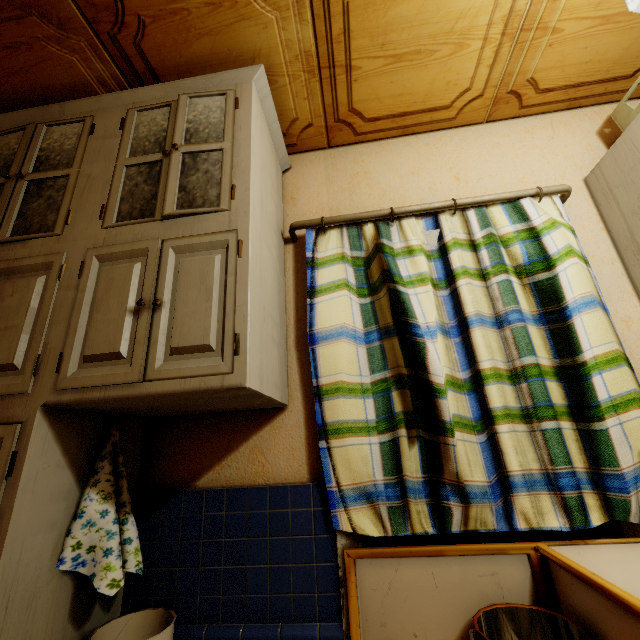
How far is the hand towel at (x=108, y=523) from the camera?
0.9m

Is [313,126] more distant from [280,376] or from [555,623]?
[555,623]

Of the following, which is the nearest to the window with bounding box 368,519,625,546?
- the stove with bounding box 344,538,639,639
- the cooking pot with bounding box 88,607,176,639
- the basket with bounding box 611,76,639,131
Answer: the stove with bounding box 344,538,639,639

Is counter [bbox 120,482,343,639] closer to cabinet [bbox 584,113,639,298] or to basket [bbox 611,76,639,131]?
cabinet [bbox 584,113,639,298]

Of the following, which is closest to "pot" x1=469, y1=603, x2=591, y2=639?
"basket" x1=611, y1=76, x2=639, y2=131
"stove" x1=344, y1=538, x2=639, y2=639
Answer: "stove" x1=344, y1=538, x2=639, y2=639

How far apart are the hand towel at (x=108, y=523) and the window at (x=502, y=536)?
A: 0.76m

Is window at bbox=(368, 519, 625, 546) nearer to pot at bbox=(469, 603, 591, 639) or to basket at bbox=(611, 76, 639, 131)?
pot at bbox=(469, 603, 591, 639)

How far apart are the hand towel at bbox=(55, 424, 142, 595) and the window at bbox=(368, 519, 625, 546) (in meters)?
0.76
